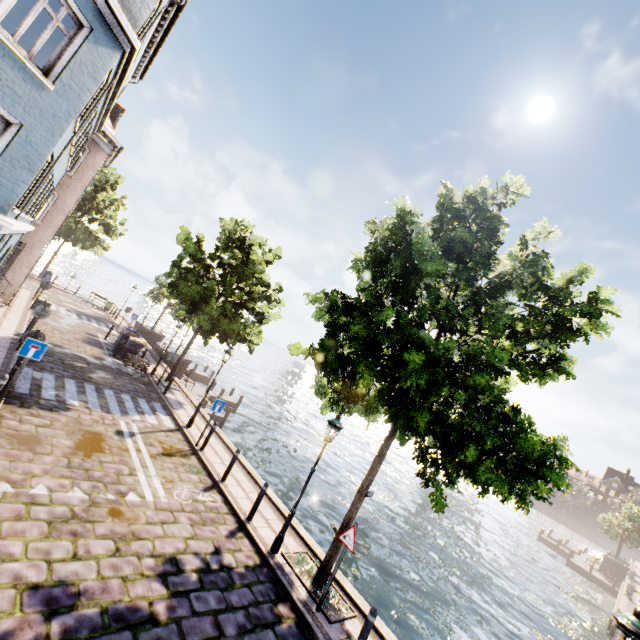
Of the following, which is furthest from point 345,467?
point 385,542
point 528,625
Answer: point 528,625

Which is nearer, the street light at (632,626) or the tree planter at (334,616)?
the street light at (632,626)

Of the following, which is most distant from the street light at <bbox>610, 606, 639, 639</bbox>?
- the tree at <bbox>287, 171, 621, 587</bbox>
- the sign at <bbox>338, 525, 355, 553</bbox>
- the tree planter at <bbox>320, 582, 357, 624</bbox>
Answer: the sign at <bbox>338, 525, 355, 553</bbox>

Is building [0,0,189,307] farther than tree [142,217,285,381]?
No

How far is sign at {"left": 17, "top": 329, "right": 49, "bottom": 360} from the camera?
8.34m

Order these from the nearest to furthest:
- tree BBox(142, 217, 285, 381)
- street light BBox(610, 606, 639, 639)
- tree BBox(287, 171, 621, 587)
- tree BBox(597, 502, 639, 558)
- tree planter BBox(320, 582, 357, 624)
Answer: street light BBox(610, 606, 639, 639)
tree BBox(287, 171, 621, 587)
tree planter BBox(320, 582, 357, 624)
tree BBox(142, 217, 285, 381)
tree BBox(597, 502, 639, 558)

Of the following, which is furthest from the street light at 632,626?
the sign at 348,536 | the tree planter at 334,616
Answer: the sign at 348,536

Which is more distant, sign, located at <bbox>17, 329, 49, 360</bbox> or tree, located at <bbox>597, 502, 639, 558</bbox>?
tree, located at <bbox>597, 502, 639, 558</bbox>
